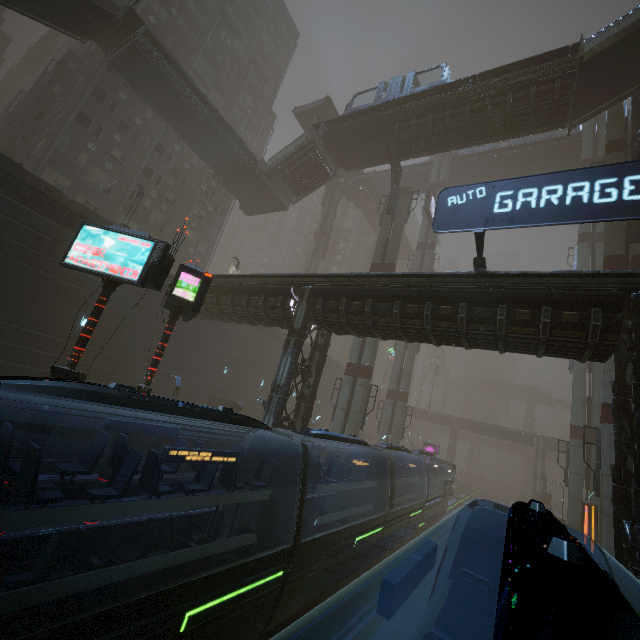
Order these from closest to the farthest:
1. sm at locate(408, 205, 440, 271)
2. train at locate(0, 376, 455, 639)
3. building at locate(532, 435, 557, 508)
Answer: train at locate(0, 376, 455, 639), sm at locate(408, 205, 440, 271), building at locate(532, 435, 557, 508)

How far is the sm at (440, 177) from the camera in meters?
40.4

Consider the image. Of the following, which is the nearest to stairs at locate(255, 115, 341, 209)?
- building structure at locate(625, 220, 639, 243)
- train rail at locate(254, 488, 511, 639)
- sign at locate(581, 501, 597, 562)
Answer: building structure at locate(625, 220, 639, 243)

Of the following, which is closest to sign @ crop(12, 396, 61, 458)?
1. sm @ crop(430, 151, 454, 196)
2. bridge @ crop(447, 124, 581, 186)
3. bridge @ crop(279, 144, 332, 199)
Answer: sm @ crop(430, 151, 454, 196)

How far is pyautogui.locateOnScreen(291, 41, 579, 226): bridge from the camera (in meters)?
20.33

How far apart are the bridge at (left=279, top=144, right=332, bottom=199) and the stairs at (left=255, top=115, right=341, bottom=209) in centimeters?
1cm

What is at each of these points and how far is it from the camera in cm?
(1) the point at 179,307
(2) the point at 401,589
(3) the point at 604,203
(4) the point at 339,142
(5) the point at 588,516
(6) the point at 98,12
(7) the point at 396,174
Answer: (1) sign, 1165
(2) train, 283
(3) sign, 937
(4) bridge, 2920
(5) sign, 1870
(6) stairs, 2062
(7) building structure, 2888

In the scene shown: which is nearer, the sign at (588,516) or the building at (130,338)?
the sign at (588,516)
